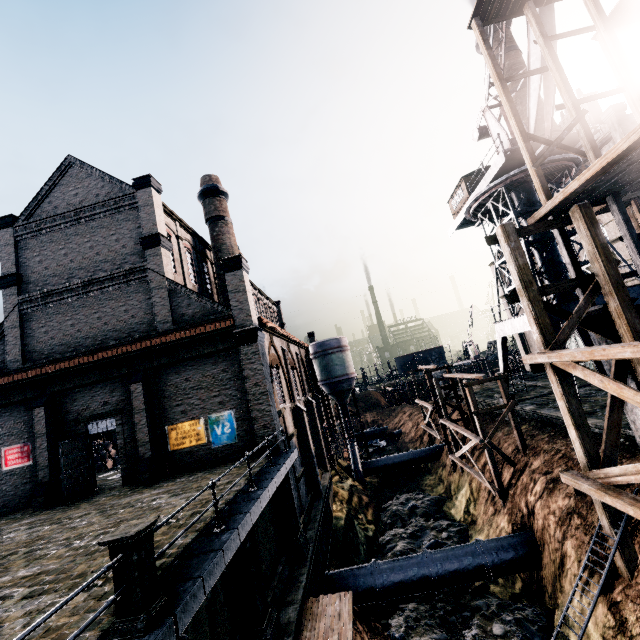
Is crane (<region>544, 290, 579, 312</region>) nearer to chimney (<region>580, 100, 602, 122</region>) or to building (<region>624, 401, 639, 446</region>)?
building (<region>624, 401, 639, 446</region>)

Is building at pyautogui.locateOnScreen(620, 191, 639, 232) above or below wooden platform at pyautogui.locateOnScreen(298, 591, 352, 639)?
above

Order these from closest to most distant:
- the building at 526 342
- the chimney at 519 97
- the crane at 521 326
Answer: the crane at 521 326, the chimney at 519 97, the building at 526 342

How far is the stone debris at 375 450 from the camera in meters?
46.3 m

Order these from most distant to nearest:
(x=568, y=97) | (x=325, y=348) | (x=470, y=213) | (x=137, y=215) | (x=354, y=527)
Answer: (x=325, y=348), (x=470, y=213), (x=354, y=527), (x=137, y=215), (x=568, y=97)

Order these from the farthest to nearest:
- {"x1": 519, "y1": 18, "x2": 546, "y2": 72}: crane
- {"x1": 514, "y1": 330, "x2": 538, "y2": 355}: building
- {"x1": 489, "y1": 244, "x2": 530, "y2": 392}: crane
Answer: {"x1": 514, "y1": 330, "x2": 538, "y2": 355}: building < {"x1": 489, "y1": 244, "x2": 530, "y2": 392}: crane < {"x1": 519, "y1": 18, "x2": 546, "y2": 72}: crane

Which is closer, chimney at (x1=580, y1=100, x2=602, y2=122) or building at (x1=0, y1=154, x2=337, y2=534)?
building at (x1=0, y1=154, x2=337, y2=534)

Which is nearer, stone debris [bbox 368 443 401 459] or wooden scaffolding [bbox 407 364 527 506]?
wooden scaffolding [bbox 407 364 527 506]
